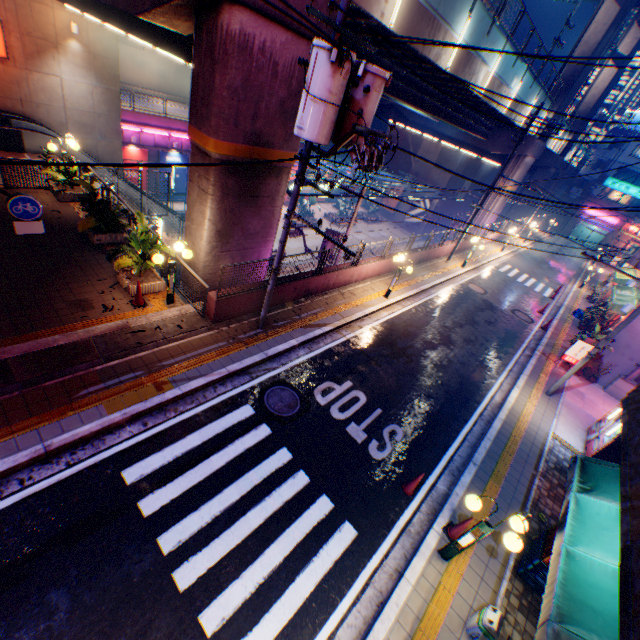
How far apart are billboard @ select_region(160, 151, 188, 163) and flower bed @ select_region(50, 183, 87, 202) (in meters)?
16.34

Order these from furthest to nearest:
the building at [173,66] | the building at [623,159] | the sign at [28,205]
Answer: the building at [623,159]
the building at [173,66]
the sign at [28,205]

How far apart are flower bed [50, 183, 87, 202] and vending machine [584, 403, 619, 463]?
21.2 meters

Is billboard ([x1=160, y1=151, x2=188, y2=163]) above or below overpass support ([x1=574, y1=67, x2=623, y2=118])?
below

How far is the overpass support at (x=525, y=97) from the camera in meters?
21.1 m

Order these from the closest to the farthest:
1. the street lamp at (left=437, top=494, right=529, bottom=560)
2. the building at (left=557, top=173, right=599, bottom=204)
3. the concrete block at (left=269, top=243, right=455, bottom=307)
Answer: the street lamp at (left=437, top=494, right=529, bottom=560), the concrete block at (left=269, top=243, right=455, bottom=307), the building at (left=557, top=173, right=599, bottom=204)

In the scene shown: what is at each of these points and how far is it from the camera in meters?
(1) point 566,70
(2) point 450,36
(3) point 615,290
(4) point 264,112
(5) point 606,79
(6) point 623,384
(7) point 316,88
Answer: (1) overpass support, 26.5 m
(2) overpass support, 13.6 m
(3) awning, 18.2 m
(4) overpass support, 9.0 m
(5) overpass support, 34.5 m
(6) ventilation tube, 14.6 m
(7) electric pole, 6.1 m
